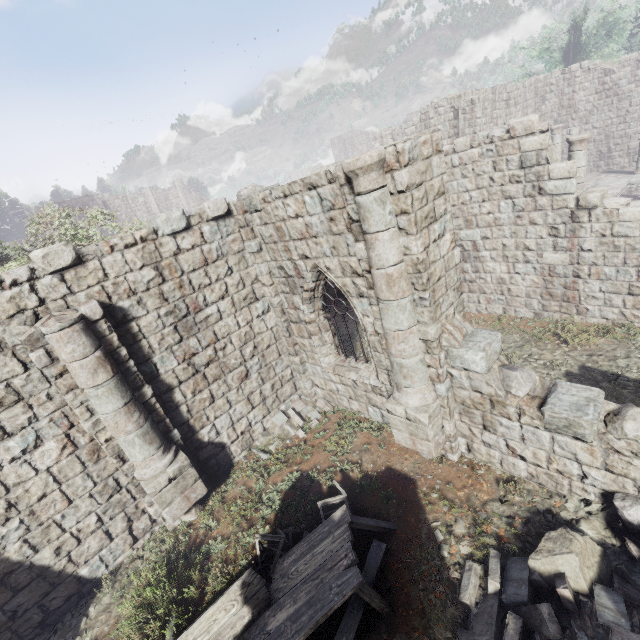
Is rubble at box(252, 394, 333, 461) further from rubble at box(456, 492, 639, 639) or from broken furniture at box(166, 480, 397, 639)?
rubble at box(456, 492, 639, 639)

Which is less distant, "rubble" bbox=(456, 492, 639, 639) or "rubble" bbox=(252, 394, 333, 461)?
"rubble" bbox=(456, 492, 639, 639)

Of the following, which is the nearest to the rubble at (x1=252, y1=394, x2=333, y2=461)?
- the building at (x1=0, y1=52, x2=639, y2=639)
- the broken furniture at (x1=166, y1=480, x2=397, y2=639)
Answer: the building at (x1=0, y1=52, x2=639, y2=639)

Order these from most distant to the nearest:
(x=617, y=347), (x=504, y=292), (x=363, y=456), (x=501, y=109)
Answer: (x=501, y=109)
(x=504, y=292)
(x=617, y=347)
(x=363, y=456)

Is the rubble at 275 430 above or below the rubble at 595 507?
below

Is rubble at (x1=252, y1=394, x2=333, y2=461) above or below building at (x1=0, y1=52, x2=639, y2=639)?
below

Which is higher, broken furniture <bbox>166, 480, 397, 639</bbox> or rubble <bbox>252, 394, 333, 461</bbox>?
broken furniture <bbox>166, 480, 397, 639</bbox>

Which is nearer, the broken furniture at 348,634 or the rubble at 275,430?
the broken furniture at 348,634
